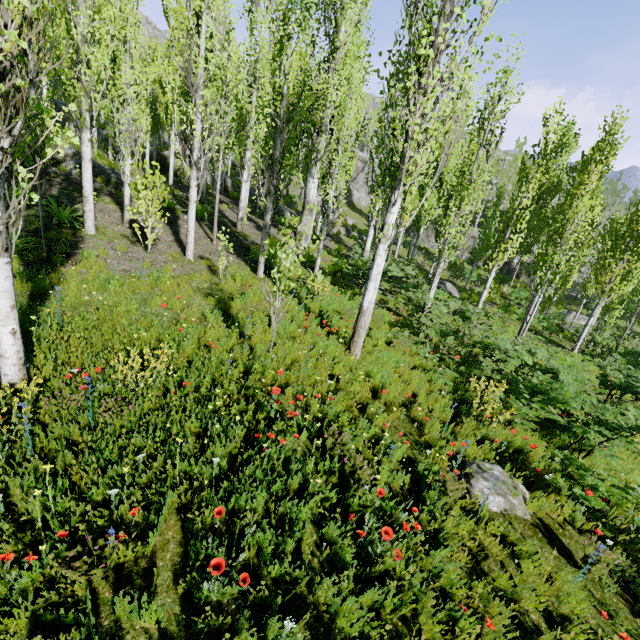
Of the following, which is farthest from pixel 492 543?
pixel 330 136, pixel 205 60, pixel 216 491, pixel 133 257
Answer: pixel 330 136

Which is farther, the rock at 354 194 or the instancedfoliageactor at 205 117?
the rock at 354 194

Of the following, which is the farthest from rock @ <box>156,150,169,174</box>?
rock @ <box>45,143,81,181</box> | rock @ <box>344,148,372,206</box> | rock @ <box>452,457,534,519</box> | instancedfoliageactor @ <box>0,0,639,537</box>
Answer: rock @ <box>452,457,534,519</box>

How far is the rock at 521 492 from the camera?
4.8 meters

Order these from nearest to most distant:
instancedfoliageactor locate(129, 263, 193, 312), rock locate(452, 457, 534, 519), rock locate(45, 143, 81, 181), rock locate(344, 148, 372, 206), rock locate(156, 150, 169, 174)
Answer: rock locate(452, 457, 534, 519) < instancedfoliageactor locate(129, 263, 193, 312) < rock locate(45, 143, 81, 181) < rock locate(156, 150, 169, 174) < rock locate(344, 148, 372, 206)

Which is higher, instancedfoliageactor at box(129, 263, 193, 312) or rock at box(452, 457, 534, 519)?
instancedfoliageactor at box(129, 263, 193, 312)

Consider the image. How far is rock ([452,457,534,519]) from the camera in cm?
477
